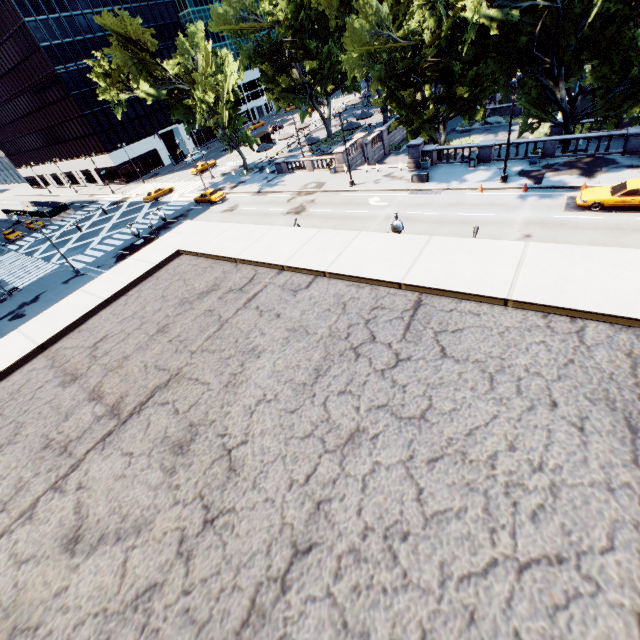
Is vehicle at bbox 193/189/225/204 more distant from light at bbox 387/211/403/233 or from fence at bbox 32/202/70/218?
light at bbox 387/211/403/233

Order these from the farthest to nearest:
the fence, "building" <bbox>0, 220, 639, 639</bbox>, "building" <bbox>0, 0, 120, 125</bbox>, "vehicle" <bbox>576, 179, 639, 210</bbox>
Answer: the fence
"building" <bbox>0, 0, 120, 125</bbox>
"vehicle" <bbox>576, 179, 639, 210</bbox>
"building" <bbox>0, 220, 639, 639</bbox>

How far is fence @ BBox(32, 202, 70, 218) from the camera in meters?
56.6 m

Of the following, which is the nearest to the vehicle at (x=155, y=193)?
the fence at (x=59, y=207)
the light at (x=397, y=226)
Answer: the fence at (x=59, y=207)

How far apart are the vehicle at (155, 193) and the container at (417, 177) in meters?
40.0

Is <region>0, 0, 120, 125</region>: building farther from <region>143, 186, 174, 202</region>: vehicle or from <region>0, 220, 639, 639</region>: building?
<region>0, 220, 639, 639</region>: building

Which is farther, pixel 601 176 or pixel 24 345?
pixel 601 176

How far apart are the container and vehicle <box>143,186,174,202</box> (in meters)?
40.00
